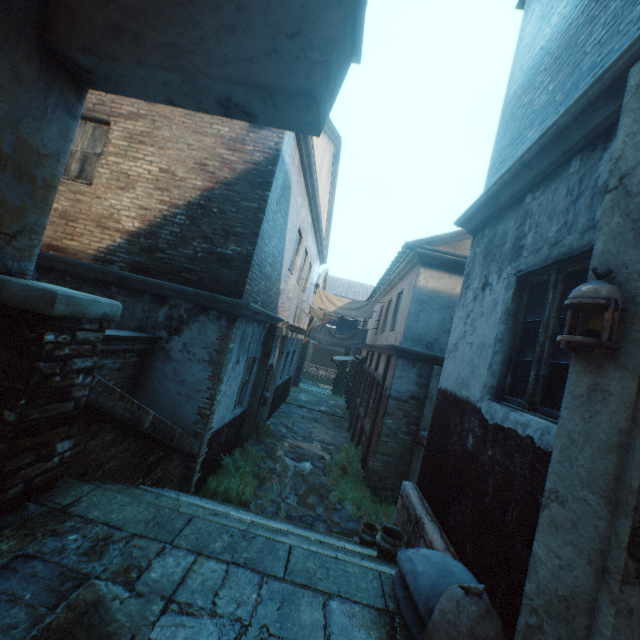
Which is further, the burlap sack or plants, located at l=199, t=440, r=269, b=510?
plants, located at l=199, t=440, r=269, b=510

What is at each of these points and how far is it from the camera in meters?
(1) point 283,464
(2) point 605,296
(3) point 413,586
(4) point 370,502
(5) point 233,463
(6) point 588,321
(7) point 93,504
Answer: (1) ground stones, 9.0
(2) lantern, 1.6
(3) burlap sack, 2.1
(4) plants, 7.5
(5) plants, 7.4
(6) building, 1.8
(7) stairs, 2.5

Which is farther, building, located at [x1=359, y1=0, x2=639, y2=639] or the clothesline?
the clothesline

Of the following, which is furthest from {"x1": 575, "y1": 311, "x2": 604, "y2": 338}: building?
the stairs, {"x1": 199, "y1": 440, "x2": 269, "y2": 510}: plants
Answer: {"x1": 199, "y1": 440, "x2": 269, "y2": 510}: plants

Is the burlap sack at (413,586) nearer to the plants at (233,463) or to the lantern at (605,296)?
the lantern at (605,296)

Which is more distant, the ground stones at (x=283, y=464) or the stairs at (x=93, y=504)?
the ground stones at (x=283, y=464)

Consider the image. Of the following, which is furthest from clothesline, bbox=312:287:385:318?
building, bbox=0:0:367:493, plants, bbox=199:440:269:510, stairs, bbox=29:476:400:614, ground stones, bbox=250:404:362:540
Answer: stairs, bbox=29:476:400:614

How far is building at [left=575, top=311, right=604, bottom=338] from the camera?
1.75m
